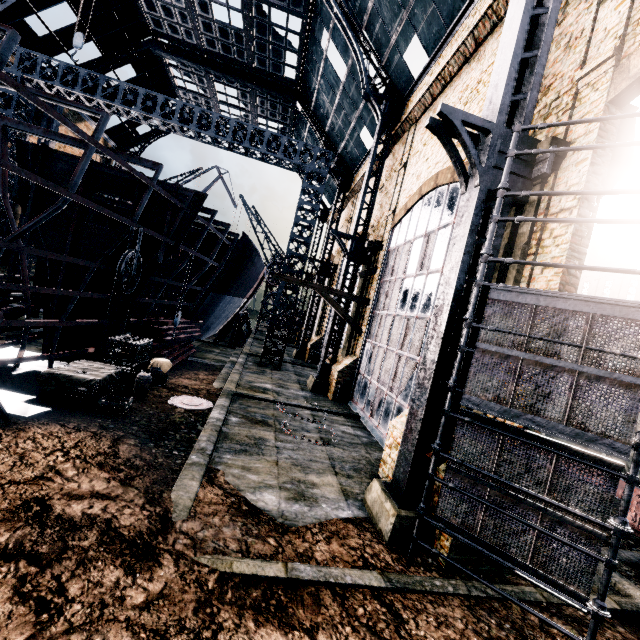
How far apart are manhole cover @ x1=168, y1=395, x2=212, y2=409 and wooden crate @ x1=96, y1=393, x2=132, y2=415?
1.9m

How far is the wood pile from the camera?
17.9m

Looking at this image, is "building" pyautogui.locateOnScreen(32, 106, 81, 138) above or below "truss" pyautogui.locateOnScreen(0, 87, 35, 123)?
above

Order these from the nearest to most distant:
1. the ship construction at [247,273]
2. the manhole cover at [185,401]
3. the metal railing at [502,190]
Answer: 1. the metal railing at [502,190]
2. the ship construction at [247,273]
3. the manhole cover at [185,401]

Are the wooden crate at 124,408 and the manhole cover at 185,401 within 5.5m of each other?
yes

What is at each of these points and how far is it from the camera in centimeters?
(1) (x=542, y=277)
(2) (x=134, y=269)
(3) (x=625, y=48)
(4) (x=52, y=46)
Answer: (1) building, 725cm
(2) pulley, 1277cm
(3) building, 667cm
(4) building, 2502cm

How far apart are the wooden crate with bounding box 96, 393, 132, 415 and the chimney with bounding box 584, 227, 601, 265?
58.1 meters

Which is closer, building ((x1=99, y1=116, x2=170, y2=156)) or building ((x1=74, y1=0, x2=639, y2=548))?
building ((x1=74, y1=0, x2=639, y2=548))
